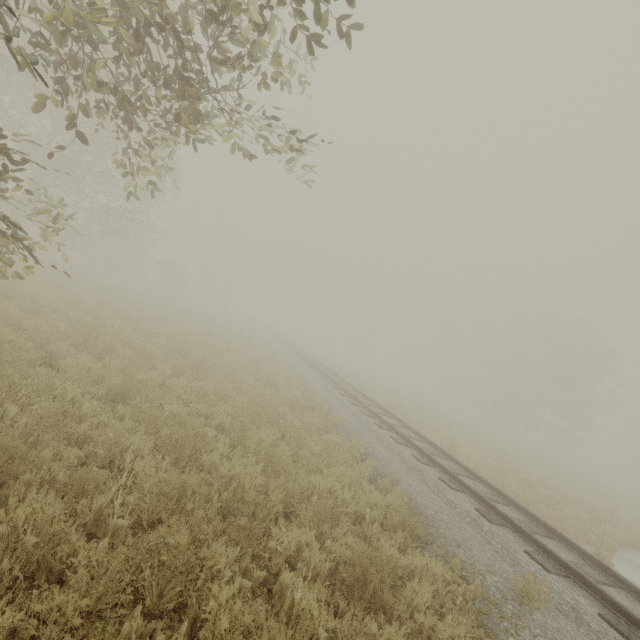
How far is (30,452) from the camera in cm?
354
